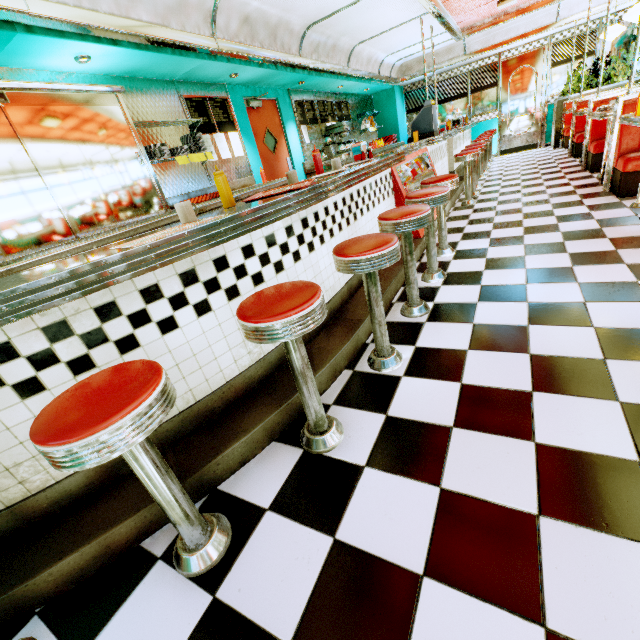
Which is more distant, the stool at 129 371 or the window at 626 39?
the window at 626 39

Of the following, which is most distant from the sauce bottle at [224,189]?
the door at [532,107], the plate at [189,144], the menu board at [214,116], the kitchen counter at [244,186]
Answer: the door at [532,107]

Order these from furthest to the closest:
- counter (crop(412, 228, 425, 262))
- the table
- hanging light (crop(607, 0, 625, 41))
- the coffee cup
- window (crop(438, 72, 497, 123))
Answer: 1. window (crop(438, 72, 497, 123))
2. hanging light (crop(607, 0, 625, 41))
3. counter (crop(412, 228, 425, 262))
4. the table
5. the coffee cup

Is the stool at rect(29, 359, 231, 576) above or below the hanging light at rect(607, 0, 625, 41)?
below

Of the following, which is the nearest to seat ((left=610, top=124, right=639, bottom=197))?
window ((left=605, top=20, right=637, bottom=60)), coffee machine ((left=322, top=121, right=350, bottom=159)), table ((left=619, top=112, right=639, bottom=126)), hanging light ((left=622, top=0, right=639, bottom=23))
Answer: → table ((left=619, top=112, right=639, bottom=126))

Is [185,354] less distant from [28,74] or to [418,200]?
[418,200]

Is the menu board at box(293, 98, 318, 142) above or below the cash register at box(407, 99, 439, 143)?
above

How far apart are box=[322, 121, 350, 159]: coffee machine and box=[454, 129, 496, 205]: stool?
2.5m
